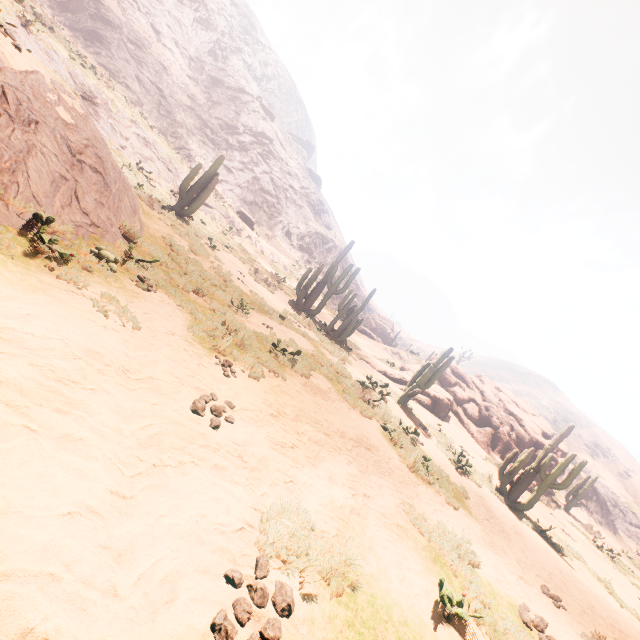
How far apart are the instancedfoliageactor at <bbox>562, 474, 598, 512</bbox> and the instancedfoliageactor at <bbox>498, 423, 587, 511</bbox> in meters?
16.4

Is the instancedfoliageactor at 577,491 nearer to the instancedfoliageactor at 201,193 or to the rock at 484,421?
the rock at 484,421

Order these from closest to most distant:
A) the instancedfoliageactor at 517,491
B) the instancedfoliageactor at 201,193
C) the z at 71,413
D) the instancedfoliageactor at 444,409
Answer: the z at 71,413
the instancedfoliageactor at 517,491
the instancedfoliageactor at 444,409
the instancedfoliageactor at 201,193

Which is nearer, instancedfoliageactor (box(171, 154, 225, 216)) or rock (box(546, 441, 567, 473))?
instancedfoliageactor (box(171, 154, 225, 216))

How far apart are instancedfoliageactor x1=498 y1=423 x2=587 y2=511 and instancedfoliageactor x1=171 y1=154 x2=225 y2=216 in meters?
18.7 m

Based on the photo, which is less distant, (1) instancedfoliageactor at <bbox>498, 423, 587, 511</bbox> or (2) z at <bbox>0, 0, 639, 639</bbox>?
(2) z at <bbox>0, 0, 639, 639</bbox>

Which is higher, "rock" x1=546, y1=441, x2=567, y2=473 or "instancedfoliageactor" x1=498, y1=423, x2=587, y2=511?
"rock" x1=546, y1=441, x2=567, y2=473

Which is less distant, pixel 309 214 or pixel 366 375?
pixel 366 375
